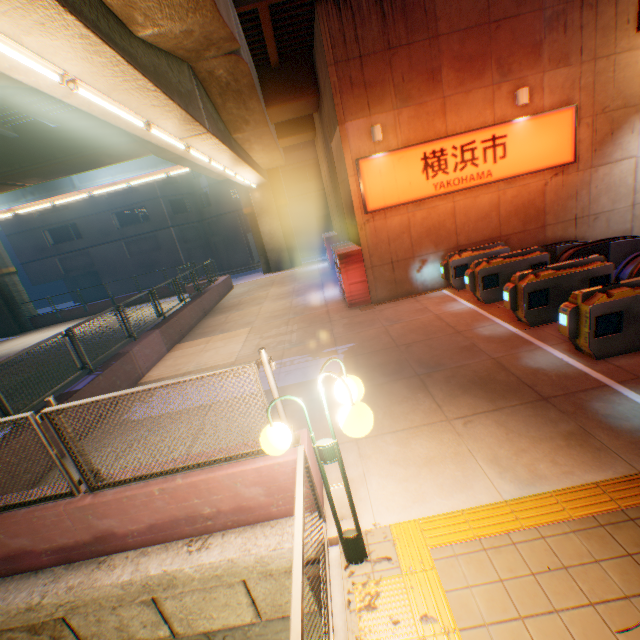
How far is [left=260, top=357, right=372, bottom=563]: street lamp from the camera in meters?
2.5 m

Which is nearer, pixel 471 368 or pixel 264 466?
pixel 264 466

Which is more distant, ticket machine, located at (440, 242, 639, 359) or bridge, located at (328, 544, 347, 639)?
ticket machine, located at (440, 242, 639, 359)

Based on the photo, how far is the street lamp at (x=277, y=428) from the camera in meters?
2.5 m

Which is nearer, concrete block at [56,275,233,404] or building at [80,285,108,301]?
concrete block at [56,275,233,404]

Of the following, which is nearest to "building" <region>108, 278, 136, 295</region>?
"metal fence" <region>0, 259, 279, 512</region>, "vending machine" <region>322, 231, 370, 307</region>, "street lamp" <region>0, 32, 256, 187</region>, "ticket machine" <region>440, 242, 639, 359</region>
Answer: "metal fence" <region>0, 259, 279, 512</region>

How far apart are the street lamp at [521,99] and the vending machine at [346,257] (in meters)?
6.05

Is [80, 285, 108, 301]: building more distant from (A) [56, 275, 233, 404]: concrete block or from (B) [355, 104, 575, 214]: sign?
(B) [355, 104, 575, 214]: sign
